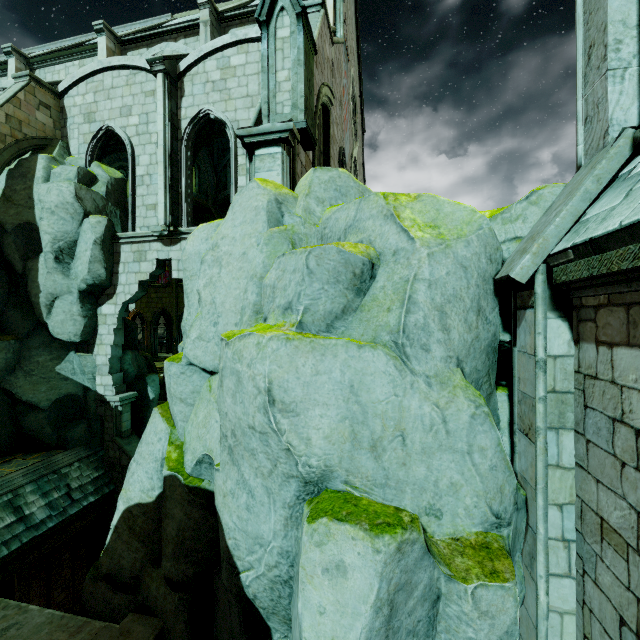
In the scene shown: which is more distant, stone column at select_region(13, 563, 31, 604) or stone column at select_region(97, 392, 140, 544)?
stone column at select_region(97, 392, 140, 544)

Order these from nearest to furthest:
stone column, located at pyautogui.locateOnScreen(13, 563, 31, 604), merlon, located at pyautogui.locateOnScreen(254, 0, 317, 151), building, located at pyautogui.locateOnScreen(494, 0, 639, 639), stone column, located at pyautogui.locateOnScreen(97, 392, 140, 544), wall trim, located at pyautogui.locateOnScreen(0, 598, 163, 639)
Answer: building, located at pyautogui.locateOnScreen(494, 0, 639, 639) → wall trim, located at pyautogui.locateOnScreen(0, 598, 163, 639) → merlon, located at pyautogui.locateOnScreen(254, 0, 317, 151) → stone column, located at pyautogui.locateOnScreen(13, 563, 31, 604) → stone column, located at pyautogui.locateOnScreen(97, 392, 140, 544)

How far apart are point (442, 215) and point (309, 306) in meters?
2.1

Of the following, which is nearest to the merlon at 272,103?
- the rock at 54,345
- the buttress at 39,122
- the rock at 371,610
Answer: the rock at 371,610

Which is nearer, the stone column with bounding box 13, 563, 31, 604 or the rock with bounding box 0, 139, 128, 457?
the stone column with bounding box 13, 563, 31, 604

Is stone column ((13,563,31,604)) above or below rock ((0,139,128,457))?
below

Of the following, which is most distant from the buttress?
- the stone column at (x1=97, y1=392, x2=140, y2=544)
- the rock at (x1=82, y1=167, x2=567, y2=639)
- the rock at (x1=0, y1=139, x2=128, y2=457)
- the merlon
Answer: the merlon

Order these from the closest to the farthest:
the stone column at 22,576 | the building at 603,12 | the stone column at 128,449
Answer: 1. the building at 603,12
2. the stone column at 22,576
3. the stone column at 128,449
